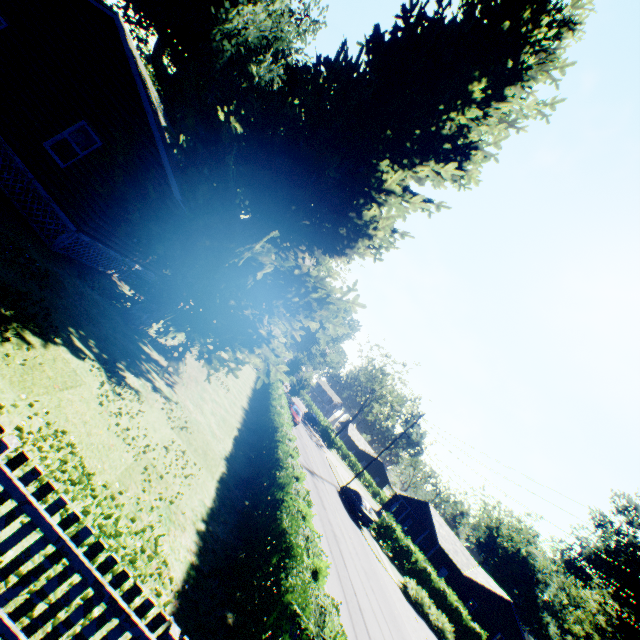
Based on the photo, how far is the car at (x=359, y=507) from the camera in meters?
26.8

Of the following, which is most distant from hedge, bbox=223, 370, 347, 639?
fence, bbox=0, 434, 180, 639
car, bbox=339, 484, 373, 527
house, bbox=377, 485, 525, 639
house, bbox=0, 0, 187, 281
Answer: house, bbox=377, 485, 525, 639

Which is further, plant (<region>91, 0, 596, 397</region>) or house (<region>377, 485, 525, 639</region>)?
house (<region>377, 485, 525, 639</region>)

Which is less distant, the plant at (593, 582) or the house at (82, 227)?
the house at (82, 227)

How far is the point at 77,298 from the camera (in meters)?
10.00

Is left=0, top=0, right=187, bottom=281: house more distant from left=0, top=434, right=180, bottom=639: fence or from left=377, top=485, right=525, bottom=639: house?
left=377, top=485, right=525, bottom=639: house

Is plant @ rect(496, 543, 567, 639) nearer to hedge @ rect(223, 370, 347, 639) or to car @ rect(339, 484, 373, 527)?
hedge @ rect(223, 370, 347, 639)

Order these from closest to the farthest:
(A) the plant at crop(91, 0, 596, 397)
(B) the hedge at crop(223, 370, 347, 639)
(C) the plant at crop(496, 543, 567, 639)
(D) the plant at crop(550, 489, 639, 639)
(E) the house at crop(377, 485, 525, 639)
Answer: (B) the hedge at crop(223, 370, 347, 639), (A) the plant at crop(91, 0, 596, 397), (E) the house at crop(377, 485, 525, 639), (D) the plant at crop(550, 489, 639, 639), (C) the plant at crop(496, 543, 567, 639)
